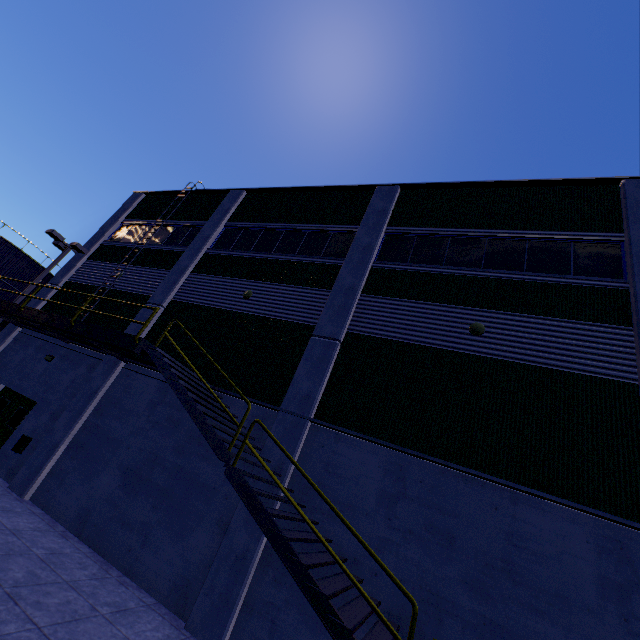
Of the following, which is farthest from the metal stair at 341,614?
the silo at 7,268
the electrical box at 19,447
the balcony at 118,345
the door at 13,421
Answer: the silo at 7,268

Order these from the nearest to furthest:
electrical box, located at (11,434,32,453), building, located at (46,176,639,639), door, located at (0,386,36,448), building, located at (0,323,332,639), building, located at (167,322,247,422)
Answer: building, located at (46,176,639,639)
building, located at (0,323,332,639)
building, located at (167,322,247,422)
electrical box, located at (11,434,32,453)
door, located at (0,386,36,448)

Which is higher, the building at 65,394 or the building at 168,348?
the building at 168,348

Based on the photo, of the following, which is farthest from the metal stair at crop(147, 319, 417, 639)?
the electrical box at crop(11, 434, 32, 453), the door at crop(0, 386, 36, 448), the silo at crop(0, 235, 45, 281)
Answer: the silo at crop(0, 235, 45, 281)

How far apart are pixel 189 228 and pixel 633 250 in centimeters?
1743cm

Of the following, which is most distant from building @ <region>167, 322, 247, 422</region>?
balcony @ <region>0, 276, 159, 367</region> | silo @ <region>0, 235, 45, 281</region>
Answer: silo @ <region>0, 235, 45, 281</region>

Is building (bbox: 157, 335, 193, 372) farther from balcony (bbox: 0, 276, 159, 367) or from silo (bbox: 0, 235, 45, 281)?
silo (bbox: 0, 235, 45, 281)
